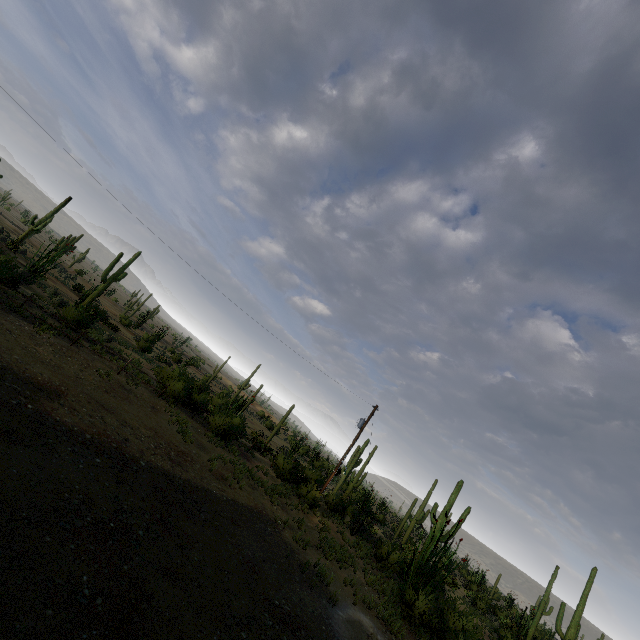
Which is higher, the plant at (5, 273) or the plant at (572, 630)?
the plant at (572, 630)

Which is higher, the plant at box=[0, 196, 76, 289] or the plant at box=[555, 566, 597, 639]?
the plant at box=[555, 566, 597, 639]

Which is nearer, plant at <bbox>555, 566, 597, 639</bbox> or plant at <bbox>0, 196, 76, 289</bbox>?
plant at <bbox>0, 196, 76, 289</bbox>

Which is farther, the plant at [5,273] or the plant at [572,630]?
the plant at [572,630]

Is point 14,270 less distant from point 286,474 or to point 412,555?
point 286,474
